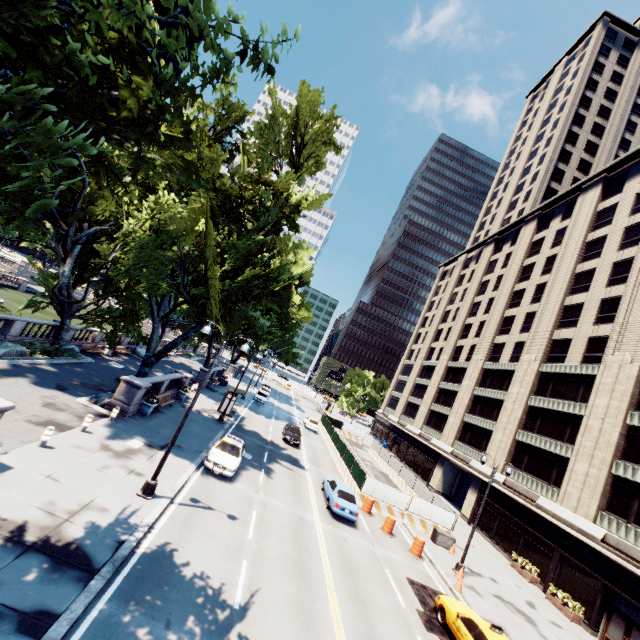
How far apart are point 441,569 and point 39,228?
37.0 meters

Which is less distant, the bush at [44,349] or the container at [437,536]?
the bush at [44,349]

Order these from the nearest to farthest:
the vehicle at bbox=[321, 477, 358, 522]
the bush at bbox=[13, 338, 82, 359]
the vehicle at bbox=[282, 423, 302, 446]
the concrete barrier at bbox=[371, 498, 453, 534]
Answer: the vehicle at bbox=[321, 477, 358, 522], the bush at bbox=[13, 338, 82, 359], the concrete barrier at bbox=[371, 498, 453, 534], the vehicle at bbox=[282, 423, 302, 446]

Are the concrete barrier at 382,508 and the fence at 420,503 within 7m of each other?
yes

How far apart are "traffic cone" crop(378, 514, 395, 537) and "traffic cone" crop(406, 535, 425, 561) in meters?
1.0 m

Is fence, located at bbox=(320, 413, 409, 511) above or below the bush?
above

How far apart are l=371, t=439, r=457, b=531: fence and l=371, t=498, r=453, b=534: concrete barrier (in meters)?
0.00

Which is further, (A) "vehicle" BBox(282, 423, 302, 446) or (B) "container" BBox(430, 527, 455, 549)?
(A) "vehicle" BBox(282, 423, 302, 446)
